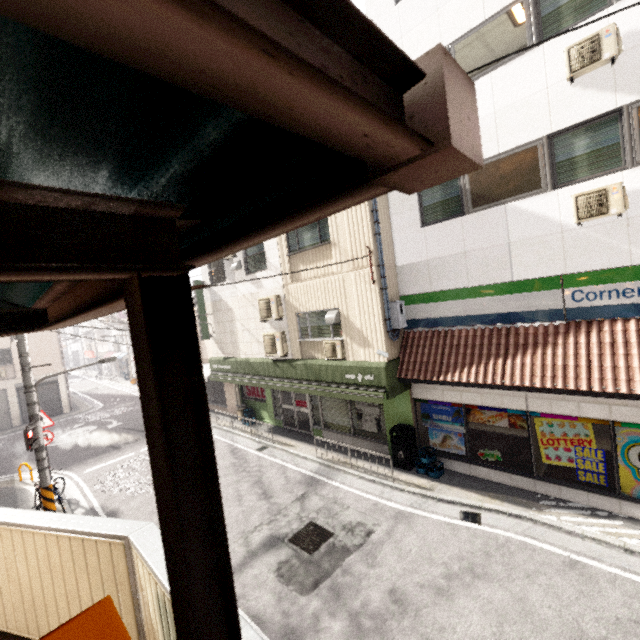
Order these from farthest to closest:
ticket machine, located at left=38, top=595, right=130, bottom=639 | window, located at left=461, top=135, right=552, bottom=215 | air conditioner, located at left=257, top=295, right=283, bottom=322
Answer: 1. air conditioner, located at left=257, top=295, right=283, bottom=322
2. window, located at left=461, top=135, right=552, bottom=215
3. ticket machine, located at left=38, top=595, right=130, bottom=639

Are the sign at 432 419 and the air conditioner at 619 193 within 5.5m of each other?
yes

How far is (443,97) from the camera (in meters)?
0.53

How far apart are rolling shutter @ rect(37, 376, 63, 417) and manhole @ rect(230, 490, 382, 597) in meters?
21.8

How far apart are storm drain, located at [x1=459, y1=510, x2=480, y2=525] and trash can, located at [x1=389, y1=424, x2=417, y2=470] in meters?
1.9 m

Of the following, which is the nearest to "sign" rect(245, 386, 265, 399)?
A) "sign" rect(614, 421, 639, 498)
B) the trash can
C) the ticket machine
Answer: the trash can

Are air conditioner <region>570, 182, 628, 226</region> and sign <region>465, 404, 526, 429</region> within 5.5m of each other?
yes

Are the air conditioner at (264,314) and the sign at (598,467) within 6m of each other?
no
